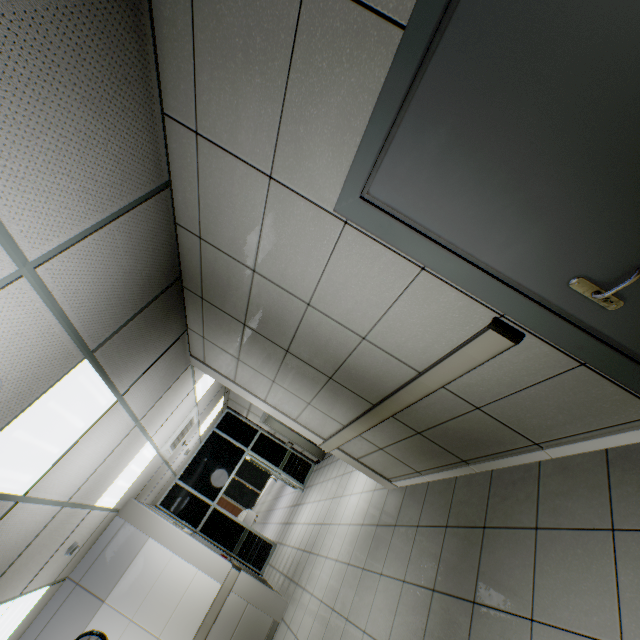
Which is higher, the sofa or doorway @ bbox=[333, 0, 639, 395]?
doorway @ bbox=[333, 0, 639, 395]

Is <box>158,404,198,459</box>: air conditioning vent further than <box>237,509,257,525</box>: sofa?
No

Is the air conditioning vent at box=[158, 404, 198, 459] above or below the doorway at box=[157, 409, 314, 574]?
above

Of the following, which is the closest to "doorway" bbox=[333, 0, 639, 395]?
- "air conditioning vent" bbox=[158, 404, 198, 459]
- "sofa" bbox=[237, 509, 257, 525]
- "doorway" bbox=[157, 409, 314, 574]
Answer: "air conditioning vent" bbox=[158, 404, 198, 459]

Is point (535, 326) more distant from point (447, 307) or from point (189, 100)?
point (189, 100)

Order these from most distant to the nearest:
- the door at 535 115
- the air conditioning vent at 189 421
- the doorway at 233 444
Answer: the doorway at 233 444, the air conditioning vent at 189 421, the door at 535 115

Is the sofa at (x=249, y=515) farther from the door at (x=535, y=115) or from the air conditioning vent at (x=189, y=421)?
the door at (x=535, y=115)

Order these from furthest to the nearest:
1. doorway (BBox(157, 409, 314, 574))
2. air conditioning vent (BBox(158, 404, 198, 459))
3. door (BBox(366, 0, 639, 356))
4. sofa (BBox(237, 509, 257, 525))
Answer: sofa (BBox(237, 509, 257, 525)) → doorway (BBox(157, 409, 314, 574)) → air conditioning vent (BBox(158, 404, 198, 459)) → door (BBox(366, 0, 639, 356))
